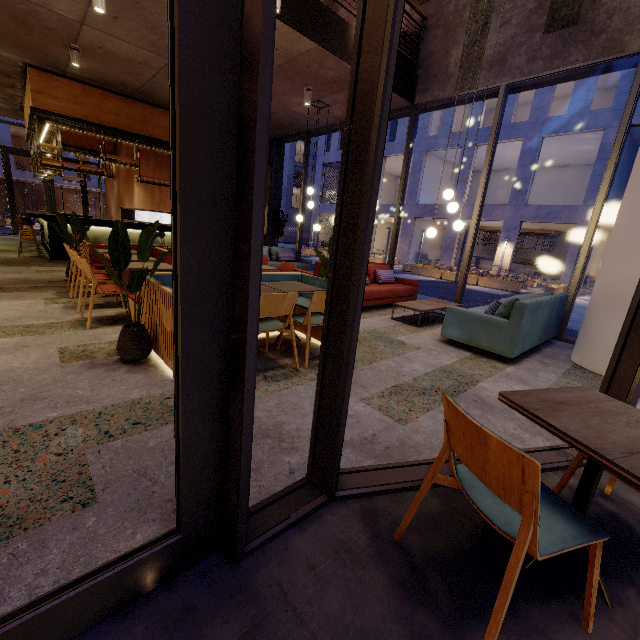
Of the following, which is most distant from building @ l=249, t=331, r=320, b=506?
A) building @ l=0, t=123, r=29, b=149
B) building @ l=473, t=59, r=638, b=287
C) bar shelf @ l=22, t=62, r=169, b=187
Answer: building @ l=0, t=123, r=29, b=149

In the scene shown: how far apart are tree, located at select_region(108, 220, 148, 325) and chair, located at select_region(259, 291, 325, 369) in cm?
88

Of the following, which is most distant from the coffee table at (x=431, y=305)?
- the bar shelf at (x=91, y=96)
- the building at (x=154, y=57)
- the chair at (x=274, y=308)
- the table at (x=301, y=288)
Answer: the bar shelf at (x=91, y=96)

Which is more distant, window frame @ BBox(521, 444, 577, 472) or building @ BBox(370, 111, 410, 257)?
building @ BBox(370, 111, 410, 257)

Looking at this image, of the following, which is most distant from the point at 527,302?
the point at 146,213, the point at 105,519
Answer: the point at 146,213

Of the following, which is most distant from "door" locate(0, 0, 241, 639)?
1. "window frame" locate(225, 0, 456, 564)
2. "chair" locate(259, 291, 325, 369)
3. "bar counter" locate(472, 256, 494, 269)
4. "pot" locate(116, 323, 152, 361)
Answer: "bar counter" locate(472, 256, 494, 269)

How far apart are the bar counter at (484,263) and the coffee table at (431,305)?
23.7 meters

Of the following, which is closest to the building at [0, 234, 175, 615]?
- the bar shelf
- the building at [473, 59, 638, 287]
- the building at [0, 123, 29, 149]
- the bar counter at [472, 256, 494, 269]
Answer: the bar shelf
